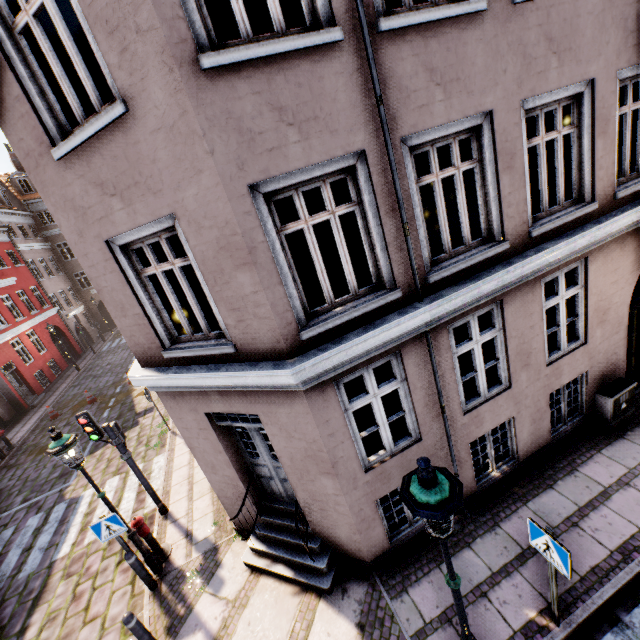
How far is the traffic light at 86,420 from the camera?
7.1m

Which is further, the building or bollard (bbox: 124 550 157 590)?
bollard (bbox: 124 550 157 590)

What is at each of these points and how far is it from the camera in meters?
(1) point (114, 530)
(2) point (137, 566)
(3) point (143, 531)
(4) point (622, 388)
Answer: (1) sign, 6.3 m
(2) bollard, 6.4 m
(3) hydrant, 6.9 m
(4) electrical box, 6.6 m

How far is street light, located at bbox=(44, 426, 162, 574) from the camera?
5.58m

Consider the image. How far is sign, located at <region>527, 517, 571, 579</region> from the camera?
3.60m

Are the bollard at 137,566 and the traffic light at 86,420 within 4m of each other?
yes

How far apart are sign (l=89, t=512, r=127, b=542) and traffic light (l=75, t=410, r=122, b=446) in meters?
1.7 m

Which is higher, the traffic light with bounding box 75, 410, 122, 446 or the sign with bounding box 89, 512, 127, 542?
the traffic light with bounding box 75, 410, 122, 446
